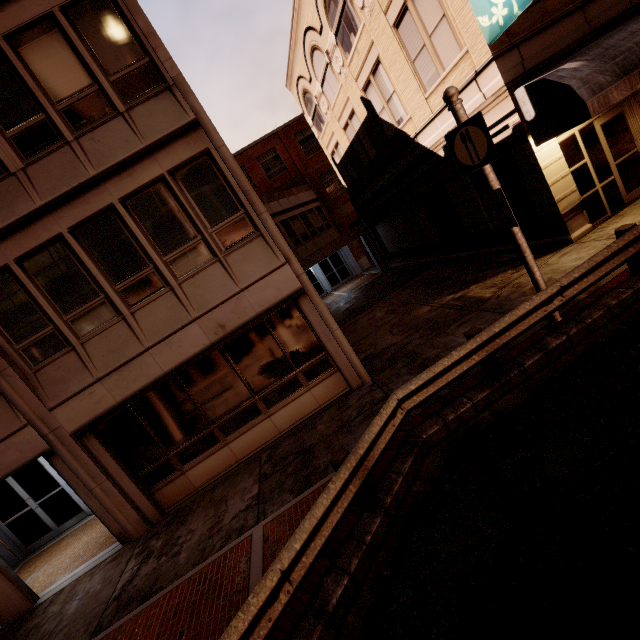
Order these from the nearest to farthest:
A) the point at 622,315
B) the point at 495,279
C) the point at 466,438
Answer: the point at 466,438, the point at 622,315, the point at 495,279

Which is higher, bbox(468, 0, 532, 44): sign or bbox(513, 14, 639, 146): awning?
bbox(468, 0, 532, 44): sign

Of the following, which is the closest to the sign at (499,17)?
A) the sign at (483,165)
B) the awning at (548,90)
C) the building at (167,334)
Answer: the building at (167,334)

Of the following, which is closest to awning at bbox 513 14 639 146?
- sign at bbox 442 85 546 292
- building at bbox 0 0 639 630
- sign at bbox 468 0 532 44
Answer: building at bbox 0 0 639 630

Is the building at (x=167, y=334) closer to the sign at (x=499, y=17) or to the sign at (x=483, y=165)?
the sign at (x=499, y=17)

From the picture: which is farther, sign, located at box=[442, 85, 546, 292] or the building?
A: the building

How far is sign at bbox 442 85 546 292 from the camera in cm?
546
